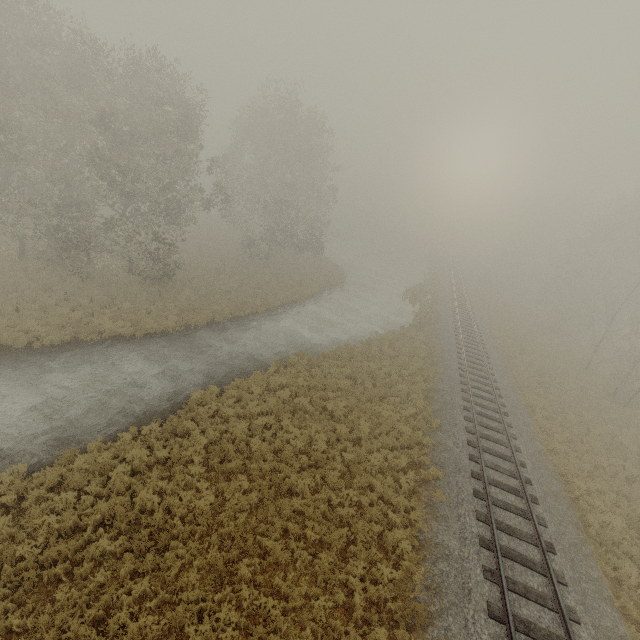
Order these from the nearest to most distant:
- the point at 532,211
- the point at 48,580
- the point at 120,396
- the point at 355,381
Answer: the point at 48,580
the point at 120,396
the point at 355,381
the point at 532,211

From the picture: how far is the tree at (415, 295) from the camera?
29.8 meters

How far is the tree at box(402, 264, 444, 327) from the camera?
29.8 meters
